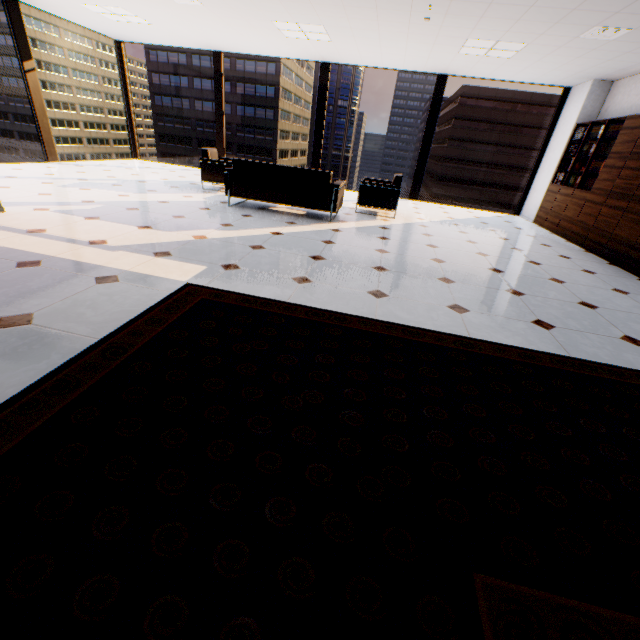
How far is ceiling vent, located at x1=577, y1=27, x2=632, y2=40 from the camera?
4.39m

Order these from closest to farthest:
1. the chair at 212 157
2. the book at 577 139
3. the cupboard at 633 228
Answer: the cupboard at 633 228 → the book at 577 139 → the chair at 212 157

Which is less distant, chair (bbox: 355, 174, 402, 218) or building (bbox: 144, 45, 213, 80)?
chair (bbox: 355, 174, 402, 218)

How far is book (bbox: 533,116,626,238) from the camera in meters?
6.1 m

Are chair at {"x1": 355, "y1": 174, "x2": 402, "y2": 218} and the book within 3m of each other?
no

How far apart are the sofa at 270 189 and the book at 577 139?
4.72m

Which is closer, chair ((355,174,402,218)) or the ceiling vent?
the ceiling vent

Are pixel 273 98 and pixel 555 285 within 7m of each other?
no
